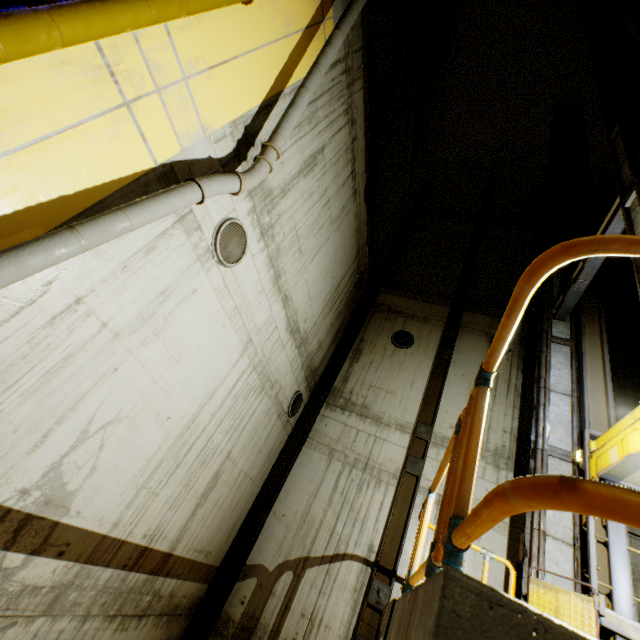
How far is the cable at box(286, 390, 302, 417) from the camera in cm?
918

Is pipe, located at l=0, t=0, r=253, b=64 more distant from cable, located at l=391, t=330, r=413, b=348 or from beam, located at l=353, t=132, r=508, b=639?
cable, located at l=391, t=330, r=413, b=348

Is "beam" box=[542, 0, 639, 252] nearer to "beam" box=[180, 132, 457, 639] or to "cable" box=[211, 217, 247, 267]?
"beam" box=[180, 132, 457, 639]

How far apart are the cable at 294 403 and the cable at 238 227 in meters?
4.8 m

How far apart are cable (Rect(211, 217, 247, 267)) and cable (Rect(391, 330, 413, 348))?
7.50m

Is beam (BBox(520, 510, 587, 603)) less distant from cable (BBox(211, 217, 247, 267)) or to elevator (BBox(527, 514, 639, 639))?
elevator (BBox(527, 514, 639, 639))

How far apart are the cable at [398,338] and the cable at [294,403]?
4.0 meters

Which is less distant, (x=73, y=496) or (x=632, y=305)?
(x=73, y=496)
